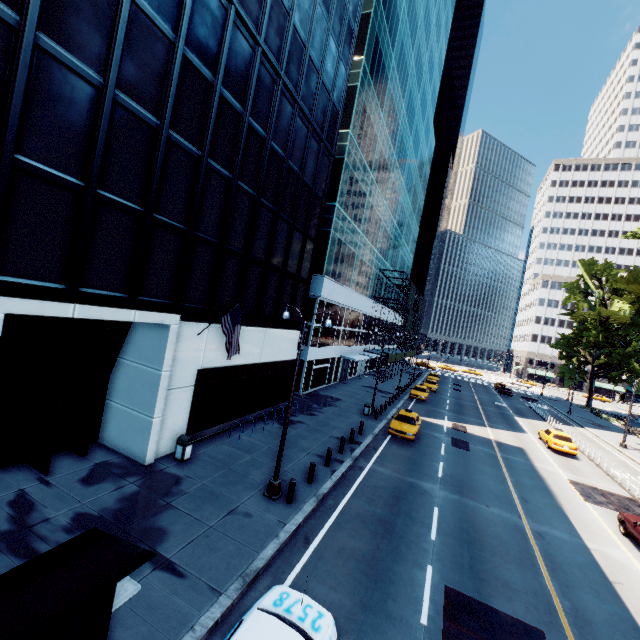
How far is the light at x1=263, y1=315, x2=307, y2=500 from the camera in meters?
12.5 m

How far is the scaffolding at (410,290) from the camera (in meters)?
44.81

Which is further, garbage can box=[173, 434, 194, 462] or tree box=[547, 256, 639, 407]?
tree box=[547, 256, 639, 407]

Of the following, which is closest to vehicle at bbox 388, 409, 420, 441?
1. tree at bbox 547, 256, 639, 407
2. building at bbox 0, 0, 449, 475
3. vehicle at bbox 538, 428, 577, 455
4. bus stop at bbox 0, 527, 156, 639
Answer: building at bbox 0, 0, 449, 475

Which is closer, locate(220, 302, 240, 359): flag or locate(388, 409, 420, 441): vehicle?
locate(220, 302, 240, 359): flag

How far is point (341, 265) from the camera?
32.78m

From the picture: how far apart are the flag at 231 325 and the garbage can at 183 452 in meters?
3.8

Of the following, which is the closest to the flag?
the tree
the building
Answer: the building
